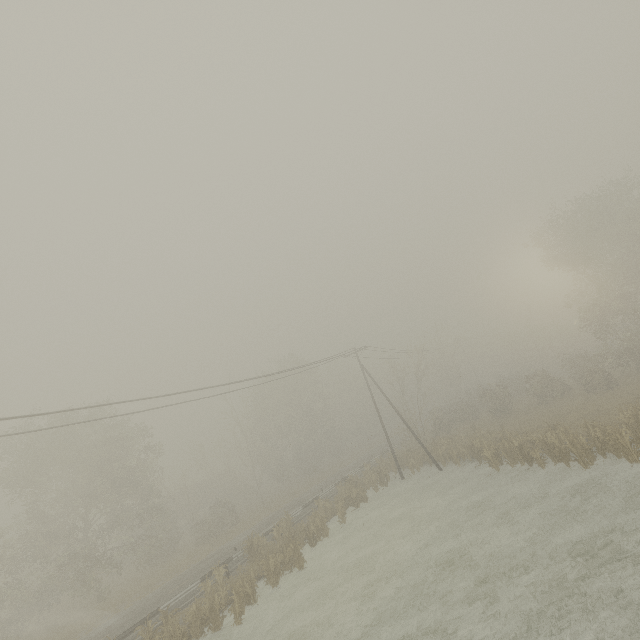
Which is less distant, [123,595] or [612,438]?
[612,438]

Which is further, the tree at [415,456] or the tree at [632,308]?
the tree at [415,456]

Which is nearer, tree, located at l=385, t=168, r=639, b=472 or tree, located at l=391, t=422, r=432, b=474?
tree, located at l=385, t=168, r=639, b=472

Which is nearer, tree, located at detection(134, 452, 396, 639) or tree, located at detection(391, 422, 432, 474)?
tree, located at detection(134, 452, 396, 639)

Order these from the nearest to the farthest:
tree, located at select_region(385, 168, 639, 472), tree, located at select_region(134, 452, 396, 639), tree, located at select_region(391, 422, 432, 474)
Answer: tree, located at select_region(134, 452, 396, 639) < tree, located at select_region(385, 168, 639, 472) < tree, located at select_region(391, 422, 432, 474)

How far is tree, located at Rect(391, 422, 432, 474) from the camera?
29.02m

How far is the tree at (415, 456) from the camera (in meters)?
29.02
